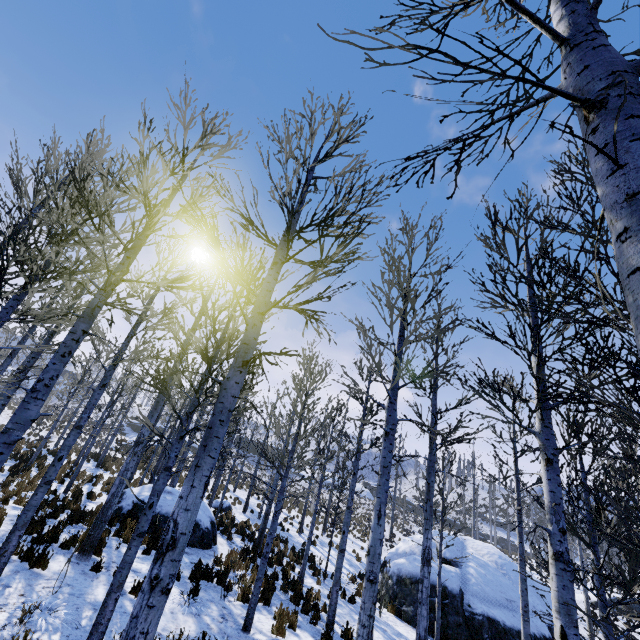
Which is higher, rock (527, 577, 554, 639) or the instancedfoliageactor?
the instancedfoliageactor

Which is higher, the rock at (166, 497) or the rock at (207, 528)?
the rock at (166, 497)

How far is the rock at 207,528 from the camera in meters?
11.7 m

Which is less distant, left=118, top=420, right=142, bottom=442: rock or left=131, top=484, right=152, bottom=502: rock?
left=131, top=484, right=152, bottom=502: rock

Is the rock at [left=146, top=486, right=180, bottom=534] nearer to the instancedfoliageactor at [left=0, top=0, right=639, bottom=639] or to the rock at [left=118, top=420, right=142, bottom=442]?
the instancedfoliageactor at [left=0, top=0, right=639, bottom=639]

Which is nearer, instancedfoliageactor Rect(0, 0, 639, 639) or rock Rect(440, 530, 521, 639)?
instancedfoliageactor Rect(0, 0, 639, 639)

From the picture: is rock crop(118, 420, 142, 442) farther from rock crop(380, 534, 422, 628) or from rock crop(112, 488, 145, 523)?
rock crop(380, 534, 422, 628)

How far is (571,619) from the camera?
3.6m
